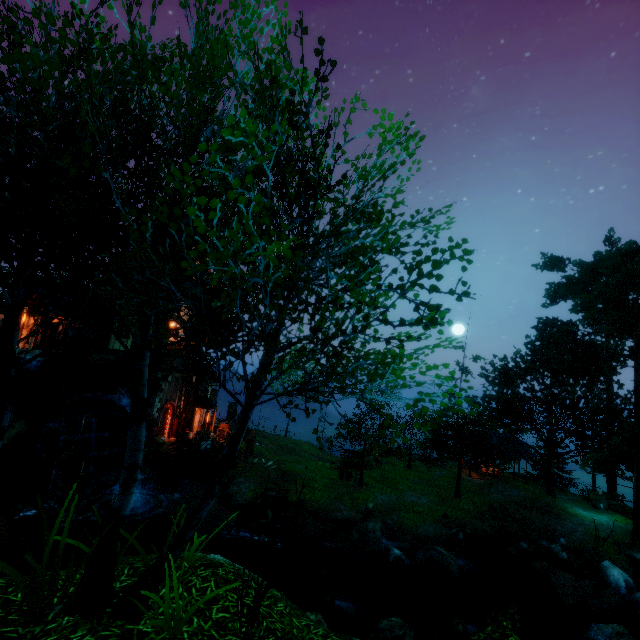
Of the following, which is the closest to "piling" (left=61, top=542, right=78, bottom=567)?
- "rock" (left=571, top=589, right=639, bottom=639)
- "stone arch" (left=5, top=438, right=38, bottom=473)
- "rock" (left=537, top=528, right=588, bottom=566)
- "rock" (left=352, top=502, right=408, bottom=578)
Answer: "stone arch" (left=5, top=438, right=38, bottom=473)

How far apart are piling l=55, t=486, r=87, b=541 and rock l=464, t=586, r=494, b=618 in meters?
20.9 m

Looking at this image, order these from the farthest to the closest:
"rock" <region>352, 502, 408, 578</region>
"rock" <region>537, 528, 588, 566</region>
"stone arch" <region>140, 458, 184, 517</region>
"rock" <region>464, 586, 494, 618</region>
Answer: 1. "stone arch" <region>140, 458, 184, 517</region>
2. "rock" <region>537, 528, 588, 566</region>
3. "rock" <region>352, 502, 408, 578</region>
4. "rock" <region>464, 586, 494, 618</region>

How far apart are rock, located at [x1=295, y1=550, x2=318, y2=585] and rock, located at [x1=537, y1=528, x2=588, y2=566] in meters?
14.3 m

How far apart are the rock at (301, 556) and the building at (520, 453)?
19.79m

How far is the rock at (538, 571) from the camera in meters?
18.7 m

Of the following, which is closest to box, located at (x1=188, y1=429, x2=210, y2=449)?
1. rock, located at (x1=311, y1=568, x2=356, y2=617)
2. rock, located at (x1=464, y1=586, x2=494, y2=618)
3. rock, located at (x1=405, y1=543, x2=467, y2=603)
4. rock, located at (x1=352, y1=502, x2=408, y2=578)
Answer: rock, located at (x1=352, y1=502, x2=408, y2=578)

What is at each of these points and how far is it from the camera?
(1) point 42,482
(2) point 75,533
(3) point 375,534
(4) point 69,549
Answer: (1) piling, 18.4m
(2) piling, 17.7m
(3) rock, 19.2m
(4) piling, 17.6m
